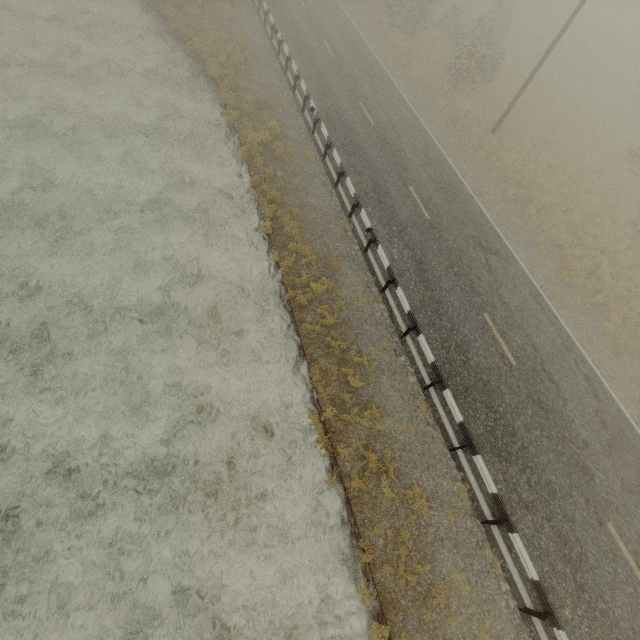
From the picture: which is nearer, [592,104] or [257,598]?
[257,598]
